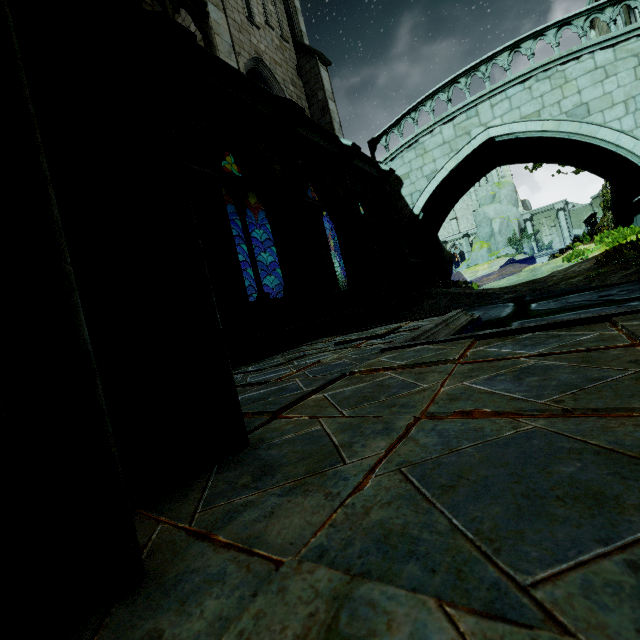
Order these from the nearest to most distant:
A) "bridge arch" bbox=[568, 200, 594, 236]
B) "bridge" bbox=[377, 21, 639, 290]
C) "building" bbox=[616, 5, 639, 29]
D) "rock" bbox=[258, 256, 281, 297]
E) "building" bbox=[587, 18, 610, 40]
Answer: "bridge" bbox=[377, 21, 639, 290] → "building" bbox=[616, 5, 639, 29] → "building" bbox=[587, 18, 610, 40] → "rock" bbox=[258, 256, 281, 297] → "bridge arch" bbox=[568, 200, 594, 236]

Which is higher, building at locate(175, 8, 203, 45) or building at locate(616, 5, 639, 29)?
building at locate(175, 8, 203, 45)

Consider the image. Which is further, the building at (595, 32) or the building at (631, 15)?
the building at (595, 32)

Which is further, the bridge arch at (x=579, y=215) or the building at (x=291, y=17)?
the bridge arch at (x=579, y=215)

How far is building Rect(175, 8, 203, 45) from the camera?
9.63m

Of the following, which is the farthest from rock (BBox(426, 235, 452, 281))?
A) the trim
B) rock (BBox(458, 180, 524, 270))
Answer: rock (BBox(458, 180, 524, 270))

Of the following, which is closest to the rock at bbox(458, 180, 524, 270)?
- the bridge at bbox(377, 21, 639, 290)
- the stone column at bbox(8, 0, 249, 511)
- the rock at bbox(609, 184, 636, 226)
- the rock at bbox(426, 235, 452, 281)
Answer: the rock at bbox(426, 235, 452, 281)

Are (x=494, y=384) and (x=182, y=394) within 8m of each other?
yes
